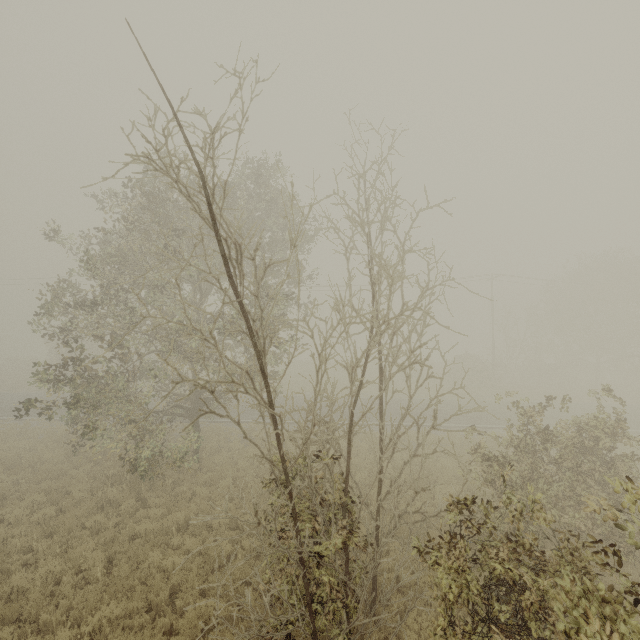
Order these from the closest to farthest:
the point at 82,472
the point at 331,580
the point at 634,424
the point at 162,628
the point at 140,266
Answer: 1. the point at 331,580
2. the point at 162,628
3. the point at 140,266
4. the point at 82,472
5. the point at 634,424
